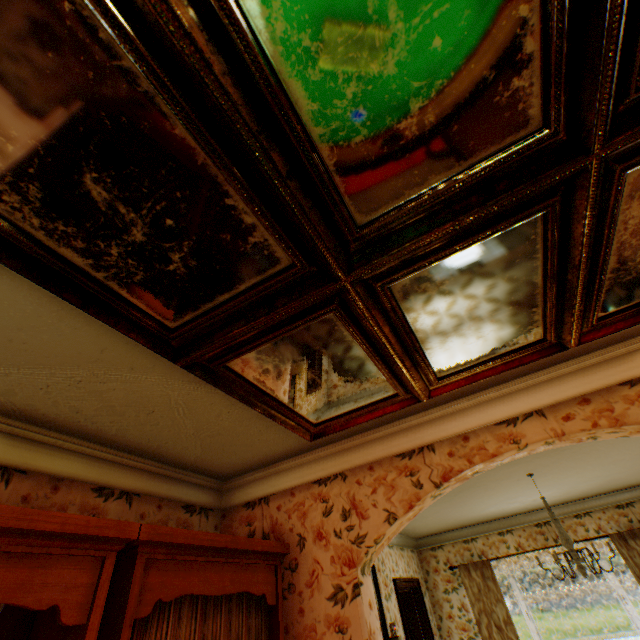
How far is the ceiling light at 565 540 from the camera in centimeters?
386cm

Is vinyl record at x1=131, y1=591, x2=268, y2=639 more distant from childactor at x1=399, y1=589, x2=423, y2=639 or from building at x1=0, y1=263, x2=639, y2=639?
childactor at x1=399, y1=589, x2=423, y2=639

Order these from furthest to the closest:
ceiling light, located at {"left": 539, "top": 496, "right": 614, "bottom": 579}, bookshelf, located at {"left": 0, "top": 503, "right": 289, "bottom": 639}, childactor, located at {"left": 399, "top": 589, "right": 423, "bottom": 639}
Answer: childactor, located at {"left": 399, "top": 589, "right": 423, "bottom": 639} < ceiling light, located at {"left": 539, "top": 496, "right": 614, "bottom": 579} < bookshelf, located at {"left": 0, "top": 503, "right": 289, "bottom": 639}

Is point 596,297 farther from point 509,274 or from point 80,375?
point 80,375

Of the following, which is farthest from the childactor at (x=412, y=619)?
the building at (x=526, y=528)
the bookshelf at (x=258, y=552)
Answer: the bookshelf at (x=258, y=552)

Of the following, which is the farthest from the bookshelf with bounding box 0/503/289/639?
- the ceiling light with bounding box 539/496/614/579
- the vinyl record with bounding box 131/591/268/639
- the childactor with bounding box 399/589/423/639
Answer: the childactor with bounding box 399/589/423/639

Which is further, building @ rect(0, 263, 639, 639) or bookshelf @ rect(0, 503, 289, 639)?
building @ rect(0, 263, 639, 639)

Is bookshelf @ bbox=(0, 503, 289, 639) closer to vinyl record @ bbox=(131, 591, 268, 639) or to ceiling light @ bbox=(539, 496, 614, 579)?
vinyl record @ bbox=(131, 591, 268, 639)
